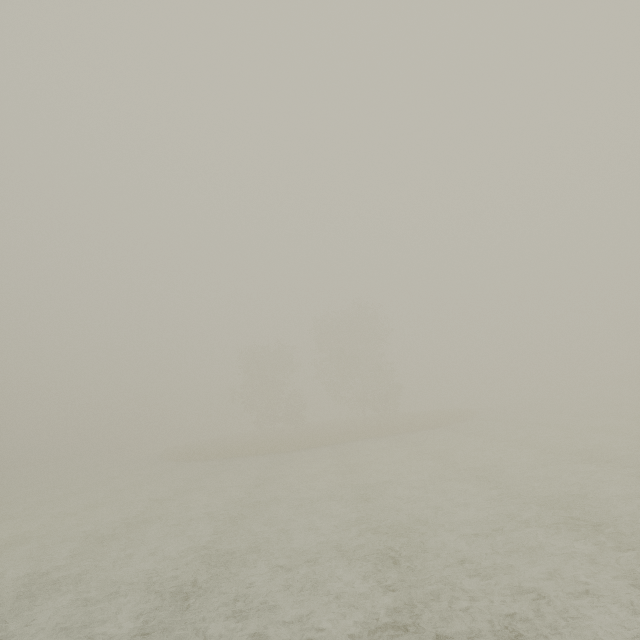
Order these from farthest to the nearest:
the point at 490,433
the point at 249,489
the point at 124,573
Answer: the point at 490,433, the point at 249,489, the point at 124,573
